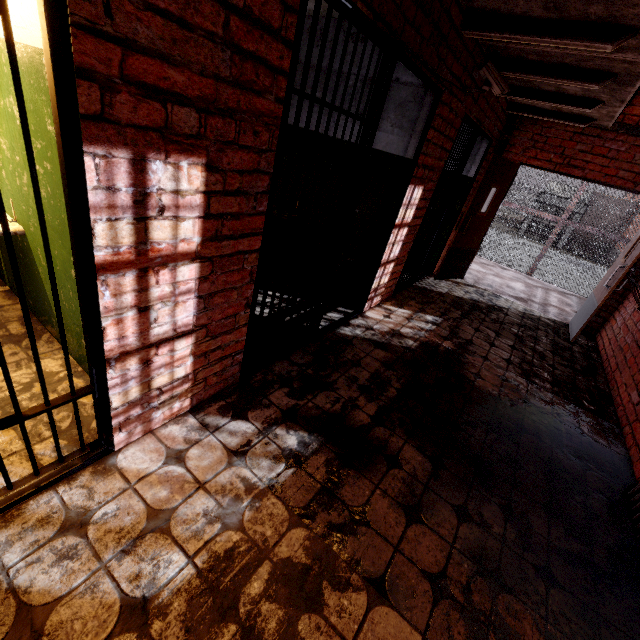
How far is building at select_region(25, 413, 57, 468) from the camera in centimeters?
169cm

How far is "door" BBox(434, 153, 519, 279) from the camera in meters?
5.2

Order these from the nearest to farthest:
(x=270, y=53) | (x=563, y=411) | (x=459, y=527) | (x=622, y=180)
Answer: (x=270, y=53) → (x=459, y=527) → (x=563, y=411) → (x=622, y=180)

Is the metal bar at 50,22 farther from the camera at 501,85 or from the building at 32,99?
the camera at 501,85

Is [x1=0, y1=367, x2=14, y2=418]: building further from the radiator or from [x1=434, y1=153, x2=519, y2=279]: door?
the radiator

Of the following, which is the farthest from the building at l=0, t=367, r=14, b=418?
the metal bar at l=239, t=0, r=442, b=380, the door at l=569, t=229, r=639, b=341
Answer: the door at l=569, t=229, r=639, b=341

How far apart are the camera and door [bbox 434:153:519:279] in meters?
2.0 m

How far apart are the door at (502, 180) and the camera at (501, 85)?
2.0m
